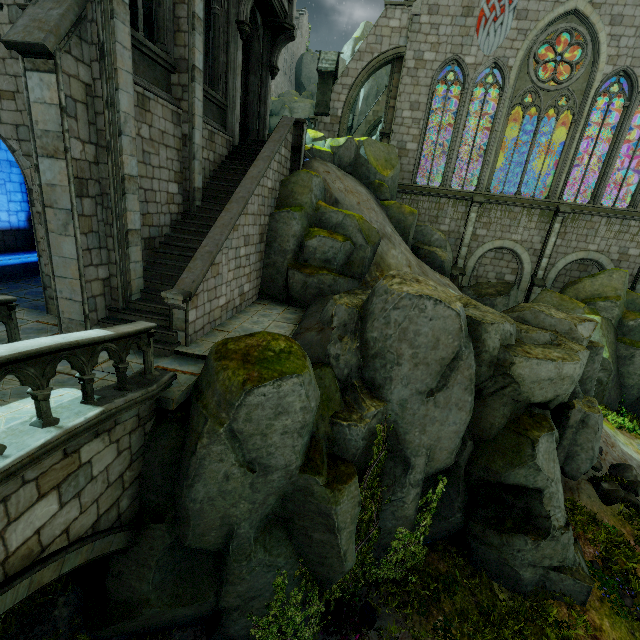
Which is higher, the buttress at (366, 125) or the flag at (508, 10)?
the flag at (508, 10)

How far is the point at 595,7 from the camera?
16.70m

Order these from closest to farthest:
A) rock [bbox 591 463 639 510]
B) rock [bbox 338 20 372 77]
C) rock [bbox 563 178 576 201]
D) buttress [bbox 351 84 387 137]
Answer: rock [bbox 591 463 639 510], rock [bbox 563 178 576 201], buttress [bbox 351 84 387 137], rock [bbox 338 20 372 77]

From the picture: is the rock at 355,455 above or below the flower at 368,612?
above

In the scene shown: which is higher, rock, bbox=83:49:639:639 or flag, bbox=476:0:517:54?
flag, bbox=476:0:517:54

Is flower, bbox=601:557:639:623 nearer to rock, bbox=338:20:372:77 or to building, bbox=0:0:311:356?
rock, bbox=338:20:372:77

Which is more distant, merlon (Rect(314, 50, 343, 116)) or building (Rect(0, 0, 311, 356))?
merlon (Rect(314, 50, 343, 116))

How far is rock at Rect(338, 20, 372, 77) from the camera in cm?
3769
